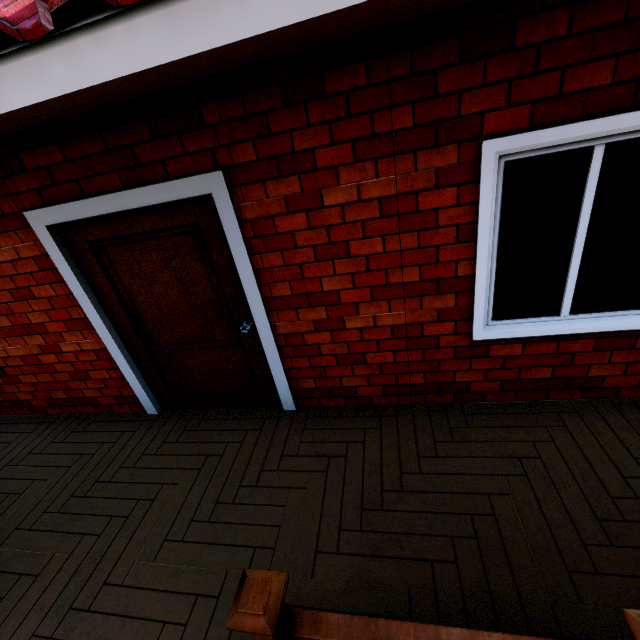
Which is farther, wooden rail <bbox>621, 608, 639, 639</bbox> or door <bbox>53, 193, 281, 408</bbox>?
door <bbox>53, 193, 281, 408</bbox>

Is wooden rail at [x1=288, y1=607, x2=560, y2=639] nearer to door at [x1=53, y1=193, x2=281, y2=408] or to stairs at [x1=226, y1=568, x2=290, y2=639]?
stairs at [x1=226, y1=568, x2=290, y2=639]

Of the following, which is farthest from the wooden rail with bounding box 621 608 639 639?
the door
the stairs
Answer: the door

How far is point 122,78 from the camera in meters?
1.5 m

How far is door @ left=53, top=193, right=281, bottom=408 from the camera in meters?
2.5 m

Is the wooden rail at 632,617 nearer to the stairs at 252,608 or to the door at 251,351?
the stairs at 252,608
